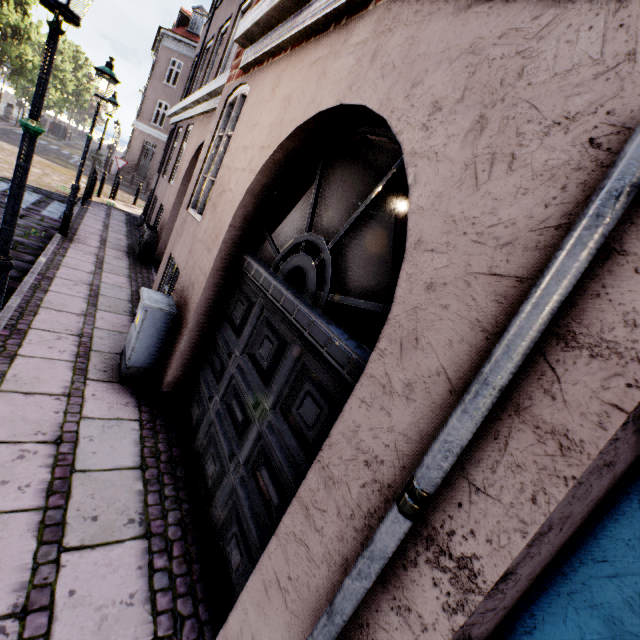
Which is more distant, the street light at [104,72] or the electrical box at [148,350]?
the street light at [104,72]

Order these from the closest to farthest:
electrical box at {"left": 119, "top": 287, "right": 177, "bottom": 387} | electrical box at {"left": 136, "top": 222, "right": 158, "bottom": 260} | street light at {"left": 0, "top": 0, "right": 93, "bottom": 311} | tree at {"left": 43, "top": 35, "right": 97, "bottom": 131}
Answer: street light at {"left": 0, "top": 0, "right": 93, "bottom": 311}, electrical box at {"left": 119, "top": 287, "right": 177, "bottom": 387}, electrical box at {"left": 136, "top": 222, "right": 158, "bottom": 260}, tree at {"left": 43, "top": 35, "right": 97, "bottom": 131}

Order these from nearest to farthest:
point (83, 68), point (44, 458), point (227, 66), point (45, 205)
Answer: point (44, 458)
point (227, 66)
point (45, 205)
point (83, 68)

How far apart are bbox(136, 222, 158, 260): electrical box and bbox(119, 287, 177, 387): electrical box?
5.4m

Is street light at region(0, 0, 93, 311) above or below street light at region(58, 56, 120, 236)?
below

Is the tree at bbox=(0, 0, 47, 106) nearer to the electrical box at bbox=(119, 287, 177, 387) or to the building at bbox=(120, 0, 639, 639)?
the building at bbox=(120, 0, 639, 639)

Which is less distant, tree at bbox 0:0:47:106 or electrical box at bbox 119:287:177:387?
electrical box at bbox 119:287:177:387

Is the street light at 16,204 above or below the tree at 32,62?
below
